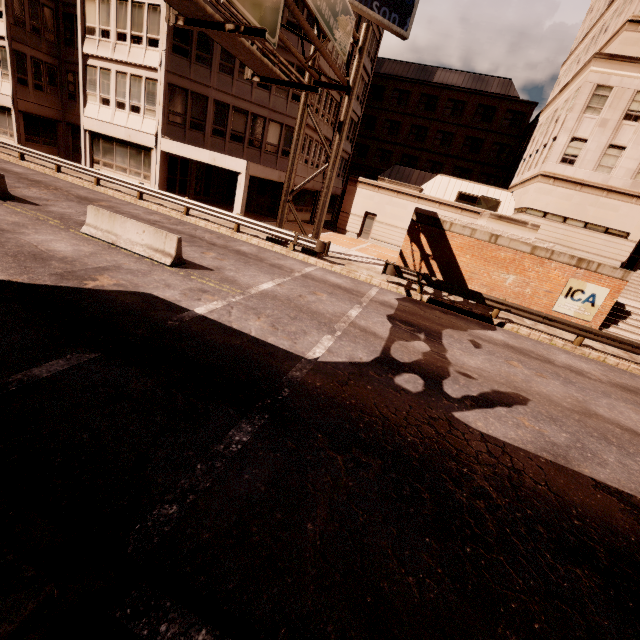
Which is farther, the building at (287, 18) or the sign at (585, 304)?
the building at (287, 18)

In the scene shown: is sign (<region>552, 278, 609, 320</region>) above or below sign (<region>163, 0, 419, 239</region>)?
below

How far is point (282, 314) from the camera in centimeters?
939cm

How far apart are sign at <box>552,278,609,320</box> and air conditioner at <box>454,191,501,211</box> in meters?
12.5

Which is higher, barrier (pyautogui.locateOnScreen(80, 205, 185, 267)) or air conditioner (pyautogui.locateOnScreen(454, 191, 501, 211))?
air conditioner (pyautogui.locateOnScreen(454, 191, 501, 211))

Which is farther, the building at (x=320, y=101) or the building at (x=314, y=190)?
the building at (x=314, y=190)

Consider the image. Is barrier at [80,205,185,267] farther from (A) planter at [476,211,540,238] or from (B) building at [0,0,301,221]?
(A) planter at [476,211,540,238]

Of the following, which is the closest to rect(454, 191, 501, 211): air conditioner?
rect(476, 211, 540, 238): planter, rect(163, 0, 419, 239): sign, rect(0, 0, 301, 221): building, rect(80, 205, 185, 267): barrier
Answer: rect(476, 211, 540, 238): planter
